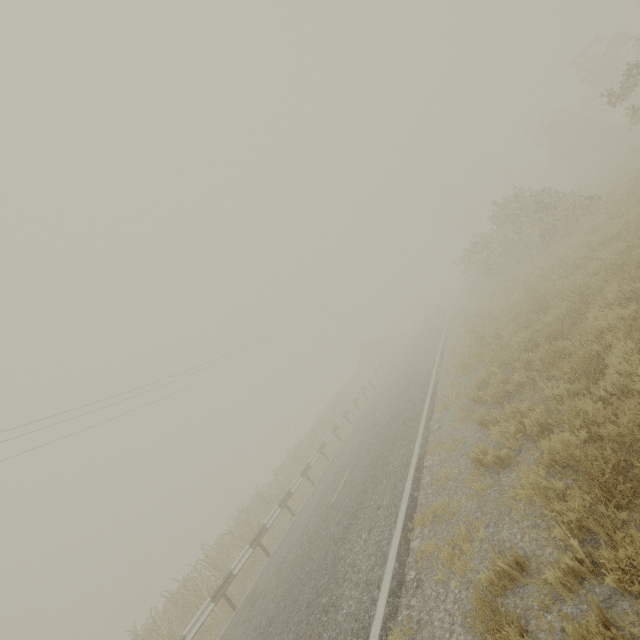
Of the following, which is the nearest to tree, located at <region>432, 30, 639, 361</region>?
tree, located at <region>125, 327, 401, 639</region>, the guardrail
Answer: tree, located at <region>125, 327, 401, 639</region>

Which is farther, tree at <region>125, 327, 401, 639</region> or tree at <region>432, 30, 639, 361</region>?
tree at <region>432, 30, 639, 361</region>

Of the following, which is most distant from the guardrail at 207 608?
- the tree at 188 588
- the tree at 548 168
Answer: the tree at 188 588

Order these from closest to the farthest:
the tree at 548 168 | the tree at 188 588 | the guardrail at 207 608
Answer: the guardrail at 207 608 < the tree at 188 588 < the tree at 548 168

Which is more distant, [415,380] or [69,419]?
[69,419]

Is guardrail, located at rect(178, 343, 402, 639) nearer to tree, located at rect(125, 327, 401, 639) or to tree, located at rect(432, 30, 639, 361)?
tree, located at rect(432, 30, 639, 361)

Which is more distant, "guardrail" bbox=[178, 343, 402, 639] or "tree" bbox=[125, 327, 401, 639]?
"tree" bbox=[125, 327, 401, 639]
